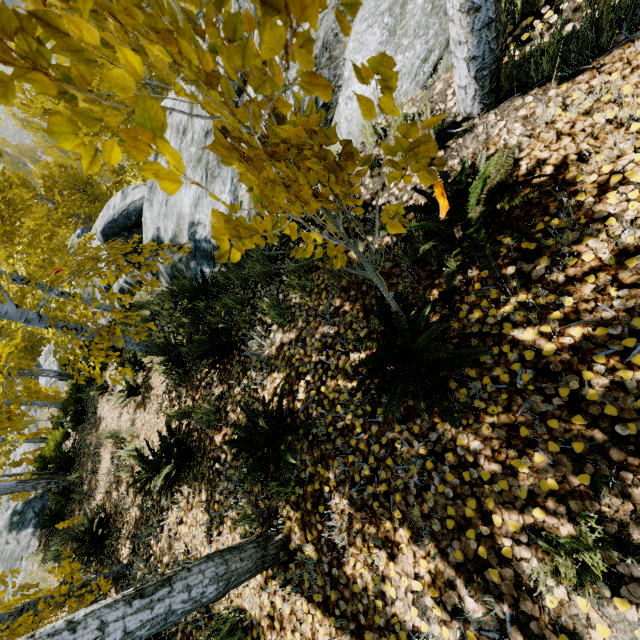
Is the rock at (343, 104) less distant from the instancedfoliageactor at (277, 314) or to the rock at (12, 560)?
the instancedfoliageactor at (277, 314)

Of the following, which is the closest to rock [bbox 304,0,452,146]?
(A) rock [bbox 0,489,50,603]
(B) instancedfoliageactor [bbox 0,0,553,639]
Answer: (B) instancedfoliageactor [bbox 0,0,553,639]

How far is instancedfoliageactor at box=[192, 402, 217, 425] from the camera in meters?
3.9

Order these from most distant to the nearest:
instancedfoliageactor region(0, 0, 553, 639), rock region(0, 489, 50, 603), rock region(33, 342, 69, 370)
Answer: rock region(33, 342, 69, 370) → rock region(0, 489, 50, 603) → instancedfoliageactor region(0, 0, 553, 639)

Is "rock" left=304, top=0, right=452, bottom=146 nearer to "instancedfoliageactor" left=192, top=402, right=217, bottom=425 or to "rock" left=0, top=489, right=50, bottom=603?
"instancedfoliageactor" left=192, top=402, right=217, bottom=425

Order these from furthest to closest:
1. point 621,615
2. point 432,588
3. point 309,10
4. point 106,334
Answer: point 106,334 < point 432,588 < point 621,615 < point 309,10

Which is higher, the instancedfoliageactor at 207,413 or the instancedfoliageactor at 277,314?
the instancedfoliageactor at 277,314

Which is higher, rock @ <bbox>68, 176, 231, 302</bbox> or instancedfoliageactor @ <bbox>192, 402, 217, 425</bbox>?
instancedfoliageactor @ <bbox>192, 402, 217, 425</bbox>
